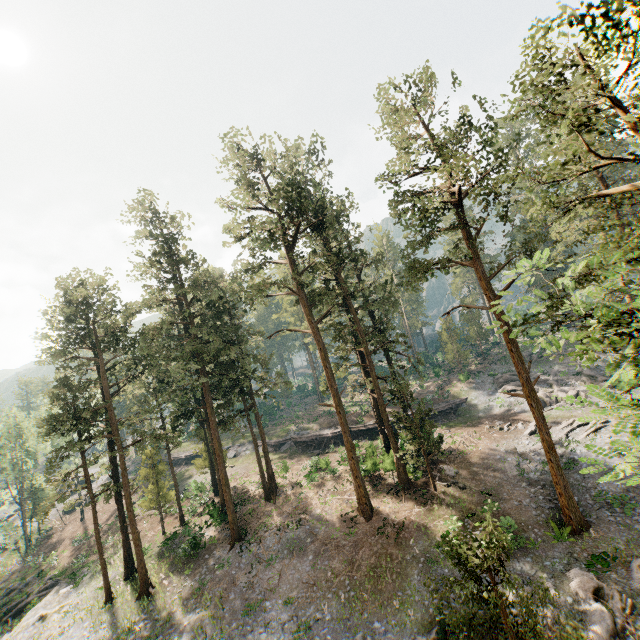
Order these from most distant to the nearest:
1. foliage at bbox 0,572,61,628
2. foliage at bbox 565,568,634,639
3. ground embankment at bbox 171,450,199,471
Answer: ground embankment at bbox 171,450,199,471 → foliage at bbox 0,572,61,628 → foliage at bbox 565,568,634,639

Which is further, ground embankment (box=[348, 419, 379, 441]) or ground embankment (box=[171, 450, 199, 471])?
ground embankment (box=[171, 450, 199, 471])

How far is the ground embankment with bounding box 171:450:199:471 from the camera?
50.3 meters

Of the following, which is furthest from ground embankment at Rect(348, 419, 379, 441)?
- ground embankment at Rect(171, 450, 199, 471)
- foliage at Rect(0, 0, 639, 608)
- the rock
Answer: the rock

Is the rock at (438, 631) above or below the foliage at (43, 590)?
above

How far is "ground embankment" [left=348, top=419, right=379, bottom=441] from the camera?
40.1 meters

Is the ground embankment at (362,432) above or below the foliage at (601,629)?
above

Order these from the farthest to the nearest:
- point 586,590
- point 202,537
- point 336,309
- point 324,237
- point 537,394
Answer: point 537,394 < point 324,237 < point 202,537 < point 336,309 < point 586,590
